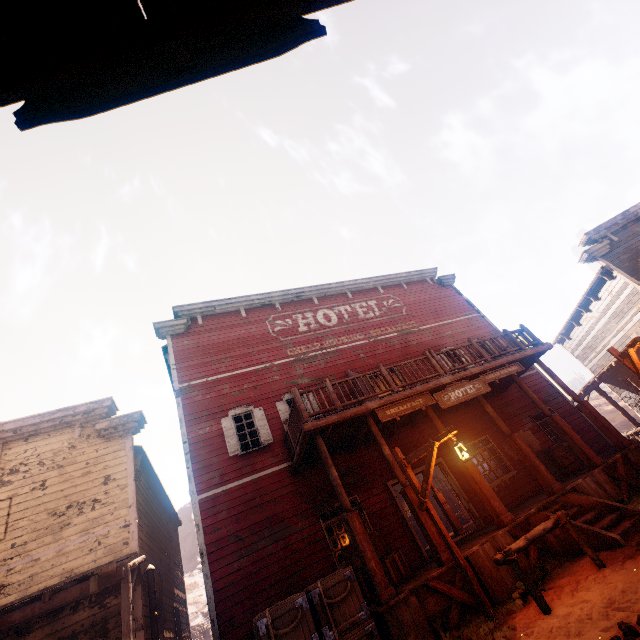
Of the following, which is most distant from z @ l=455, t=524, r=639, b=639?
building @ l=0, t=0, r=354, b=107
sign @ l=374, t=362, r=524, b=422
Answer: sign @ l=374, t=362, r=524, b=422

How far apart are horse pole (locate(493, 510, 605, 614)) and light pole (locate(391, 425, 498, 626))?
0.9 meters

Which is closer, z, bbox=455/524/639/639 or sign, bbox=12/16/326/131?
sign, bbox=12/16/326/131

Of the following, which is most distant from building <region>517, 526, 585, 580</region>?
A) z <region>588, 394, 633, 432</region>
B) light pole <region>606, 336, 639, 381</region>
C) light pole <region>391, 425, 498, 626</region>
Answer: light pole <region>606, 336, 639, 381</region>

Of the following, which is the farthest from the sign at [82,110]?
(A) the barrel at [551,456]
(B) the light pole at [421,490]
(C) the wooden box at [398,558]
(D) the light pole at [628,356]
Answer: (A) the barrel at [551,456]

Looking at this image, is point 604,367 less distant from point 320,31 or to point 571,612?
point 571,612

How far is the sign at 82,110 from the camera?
1.66m

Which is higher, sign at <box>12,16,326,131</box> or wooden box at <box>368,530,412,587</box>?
sign at <box>12,16,326,131</box>
